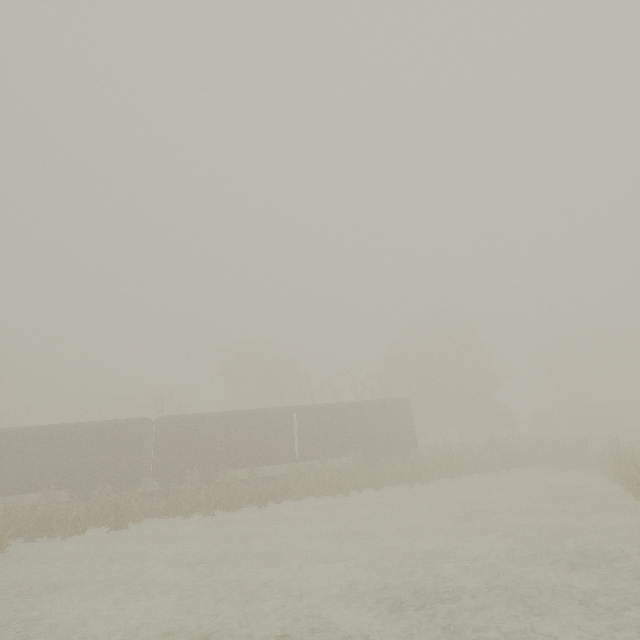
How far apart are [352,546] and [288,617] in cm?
469

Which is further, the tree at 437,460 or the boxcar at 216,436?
the boxcar at 216,436

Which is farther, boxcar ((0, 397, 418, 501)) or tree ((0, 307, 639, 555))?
boxcar ((0, 397, 418, 501))
